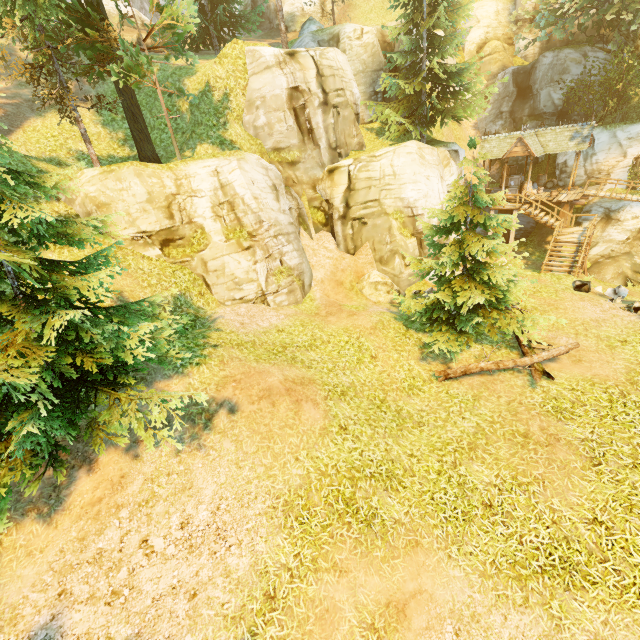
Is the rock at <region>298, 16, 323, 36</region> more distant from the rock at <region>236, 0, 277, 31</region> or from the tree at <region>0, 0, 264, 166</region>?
the rock at <region>236, 0, 277, 31</region>

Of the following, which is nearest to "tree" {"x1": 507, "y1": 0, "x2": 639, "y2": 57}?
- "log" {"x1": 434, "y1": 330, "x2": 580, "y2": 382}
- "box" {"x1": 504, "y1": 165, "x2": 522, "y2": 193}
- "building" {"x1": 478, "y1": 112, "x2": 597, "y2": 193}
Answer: "log" {"x1": 434, "y1": 330, "x2": 580, "y2": 382}

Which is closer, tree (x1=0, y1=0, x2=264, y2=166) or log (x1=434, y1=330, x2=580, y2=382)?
log (x1=434, y1=330, x2=580, y2=382)

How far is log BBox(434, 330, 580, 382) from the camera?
9.7m

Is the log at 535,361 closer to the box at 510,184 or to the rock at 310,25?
the box at 510,184

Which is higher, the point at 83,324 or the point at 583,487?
the point at 83,324

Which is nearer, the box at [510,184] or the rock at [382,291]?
the rock at [382,291]

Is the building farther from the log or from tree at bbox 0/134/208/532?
the log
